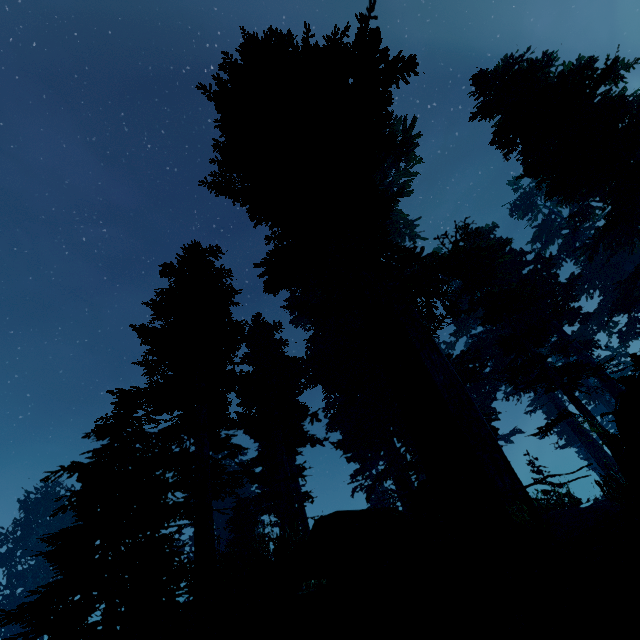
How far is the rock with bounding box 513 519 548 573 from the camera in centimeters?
529cm

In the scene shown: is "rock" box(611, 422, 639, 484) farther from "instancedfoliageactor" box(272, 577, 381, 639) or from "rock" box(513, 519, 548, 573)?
"rock" box(513, 519, 548, 573)

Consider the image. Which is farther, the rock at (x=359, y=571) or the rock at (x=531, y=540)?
the rock at (x=531, y=540)

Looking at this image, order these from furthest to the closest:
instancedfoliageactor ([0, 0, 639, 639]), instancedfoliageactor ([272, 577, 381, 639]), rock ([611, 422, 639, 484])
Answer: rock ([611, 422, 639, 484]), instancedfoliageactor ([0, 0, 639, 639]), instancedfoliageactor ([272, 577, 381, 639])

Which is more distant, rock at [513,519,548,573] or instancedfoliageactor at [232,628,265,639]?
rock at [513,519,548,573]

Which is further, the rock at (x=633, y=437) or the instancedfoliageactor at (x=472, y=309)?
the rock at (x=633, y=437)

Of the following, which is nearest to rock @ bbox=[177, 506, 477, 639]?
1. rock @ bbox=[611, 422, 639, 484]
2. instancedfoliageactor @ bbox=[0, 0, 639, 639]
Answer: instancedfoliageactor @ bbox=[0, 0, 639, 639]

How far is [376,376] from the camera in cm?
1530
